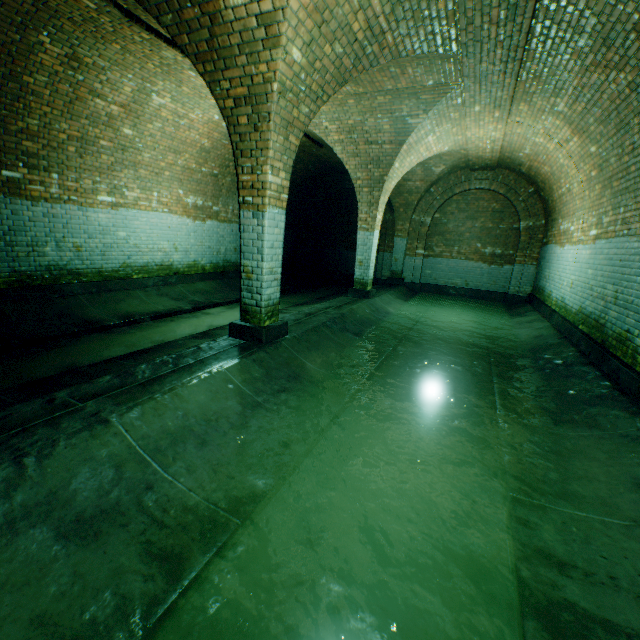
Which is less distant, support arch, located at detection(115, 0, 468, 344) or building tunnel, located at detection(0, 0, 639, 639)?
building tunnel, located at detection(0, 0, 639, 639)

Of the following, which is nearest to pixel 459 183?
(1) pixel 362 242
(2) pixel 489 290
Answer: (2) pixel 489 290

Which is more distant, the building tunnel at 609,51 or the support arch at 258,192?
the support arch at 258,192
